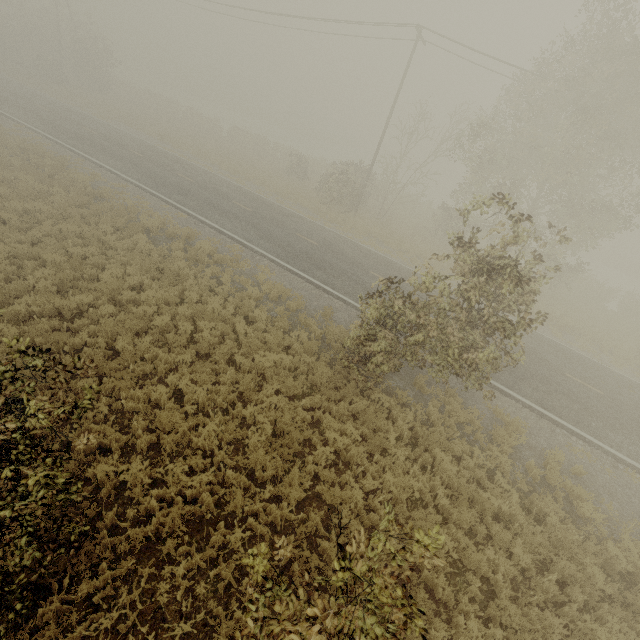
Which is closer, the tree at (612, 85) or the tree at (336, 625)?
the tree at (336, 625)

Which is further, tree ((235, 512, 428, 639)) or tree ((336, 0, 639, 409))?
tree ((336, 0, 639, 409))

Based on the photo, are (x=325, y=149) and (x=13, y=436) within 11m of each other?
no
